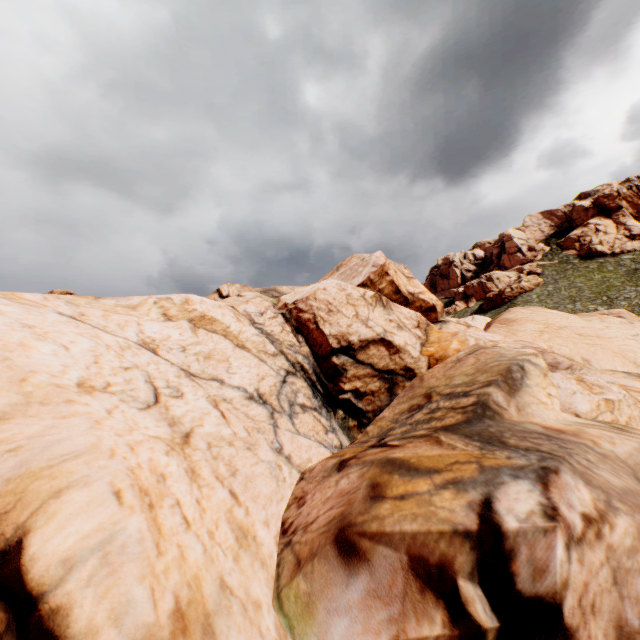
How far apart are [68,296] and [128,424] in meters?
7.1 m
